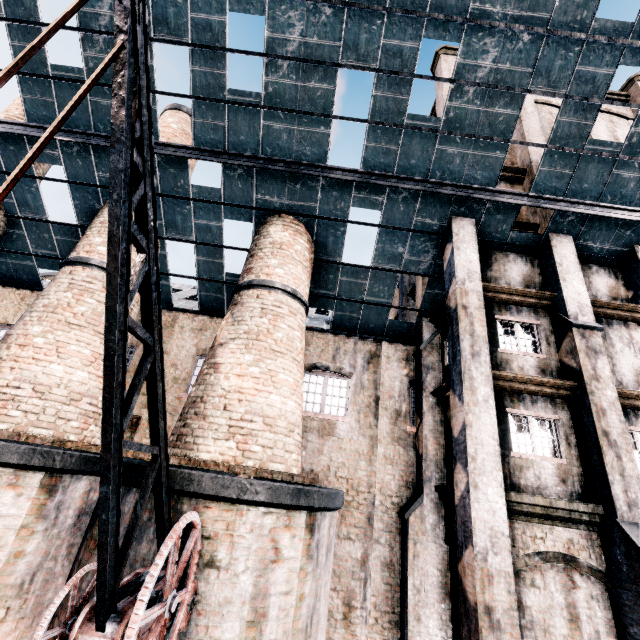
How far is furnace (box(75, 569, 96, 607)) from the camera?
6.3 meters

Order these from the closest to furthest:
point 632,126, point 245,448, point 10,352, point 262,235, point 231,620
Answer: point 231,620 < point 245,448 < point 10,352 < point 632,126 < point 262,235

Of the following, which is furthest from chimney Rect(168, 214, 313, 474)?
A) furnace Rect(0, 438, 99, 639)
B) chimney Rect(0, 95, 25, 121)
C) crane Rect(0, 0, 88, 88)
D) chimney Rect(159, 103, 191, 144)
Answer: chimney Rect(0, 95, 25, 121)

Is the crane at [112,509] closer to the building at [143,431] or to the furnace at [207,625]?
the furnace at [207,625]

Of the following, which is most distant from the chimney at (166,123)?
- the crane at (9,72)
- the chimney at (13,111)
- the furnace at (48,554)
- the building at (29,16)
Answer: the crane at (9,72)

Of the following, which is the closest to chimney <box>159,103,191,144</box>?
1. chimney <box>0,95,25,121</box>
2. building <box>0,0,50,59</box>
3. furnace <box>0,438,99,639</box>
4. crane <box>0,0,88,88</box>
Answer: building <box>0,0,50,59</box>

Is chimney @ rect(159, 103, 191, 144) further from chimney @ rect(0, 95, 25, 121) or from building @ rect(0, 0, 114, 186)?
chimney @ rect(0, 95, 25, 121)

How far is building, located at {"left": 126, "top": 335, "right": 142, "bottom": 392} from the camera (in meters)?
12.80
